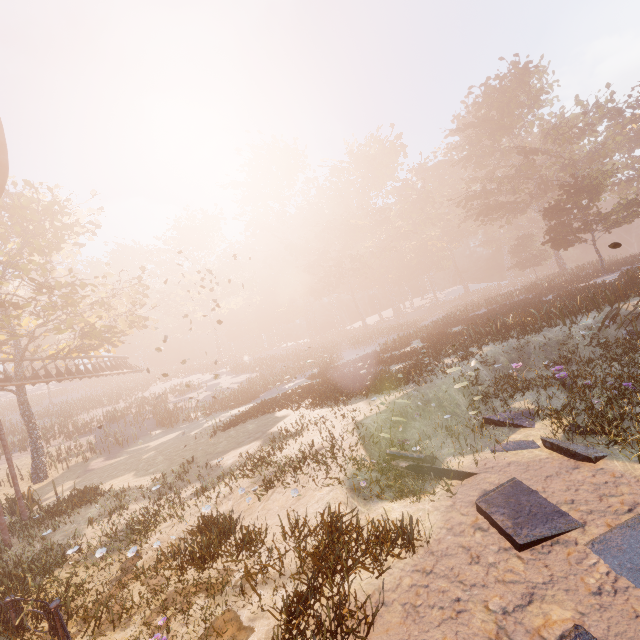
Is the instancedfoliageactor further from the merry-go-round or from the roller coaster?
the roller coaster

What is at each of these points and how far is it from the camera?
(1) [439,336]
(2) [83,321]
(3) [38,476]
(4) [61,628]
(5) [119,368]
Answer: (1) instancedfoliageactor, 23.0m
(2) tree, 22.8m
(3) tree, 20.2m
(4) merry-go-round, 5.7m
(5) roller coaster, 32.0m

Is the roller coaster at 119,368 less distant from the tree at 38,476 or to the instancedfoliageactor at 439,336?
the tree at 38,476

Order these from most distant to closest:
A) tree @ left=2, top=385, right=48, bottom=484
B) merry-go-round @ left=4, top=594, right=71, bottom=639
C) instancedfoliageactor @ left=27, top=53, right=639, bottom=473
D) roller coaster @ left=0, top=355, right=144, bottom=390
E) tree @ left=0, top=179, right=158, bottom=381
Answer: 1. roller coaster @ left=0, top=355, right=144, bottom=390
2. tree @ left=2, top=385, right=48, bottom=484
3. tree @ left=0, top=179, right=158, bottom=381
4. instancedfoliageactor @ left=27, top=53, right=639, bottom=473
5. merry-go-round @ left=4, top=594, right=71, bottom=639

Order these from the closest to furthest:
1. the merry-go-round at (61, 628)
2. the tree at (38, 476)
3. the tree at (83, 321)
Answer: the merry-go-round at (61, 628) < the tree at (83, 321) < the tree at (38, 476)

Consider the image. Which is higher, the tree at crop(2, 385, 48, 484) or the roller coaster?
the roller coaster

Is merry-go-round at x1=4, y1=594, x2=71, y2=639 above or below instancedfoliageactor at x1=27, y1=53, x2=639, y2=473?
below

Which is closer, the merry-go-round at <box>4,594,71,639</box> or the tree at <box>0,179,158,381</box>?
the merry-go-round at <box>4,594,71,639</box>
